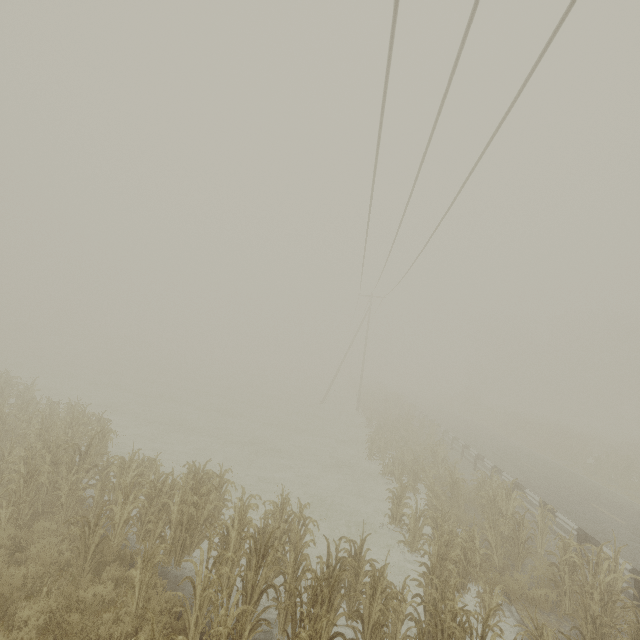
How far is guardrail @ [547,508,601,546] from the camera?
9.8 meters

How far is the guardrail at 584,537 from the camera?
9.81m

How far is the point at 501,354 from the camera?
56.03m
